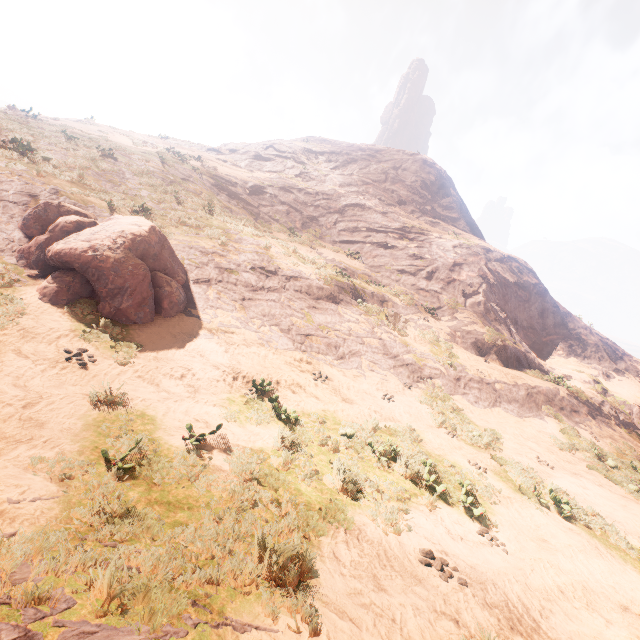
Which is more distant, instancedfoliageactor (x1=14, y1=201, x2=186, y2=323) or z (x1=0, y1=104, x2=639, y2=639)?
instancedfoliageactor (x1=14, y1=201, x2=186, y2=323)

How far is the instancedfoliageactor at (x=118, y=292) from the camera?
9.2m

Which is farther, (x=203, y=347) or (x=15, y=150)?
(x=15, y=150)

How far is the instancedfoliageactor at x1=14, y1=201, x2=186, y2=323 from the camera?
9.24m

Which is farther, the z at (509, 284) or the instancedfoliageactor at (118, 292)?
the instancedfoliageactor at (118, 292)
